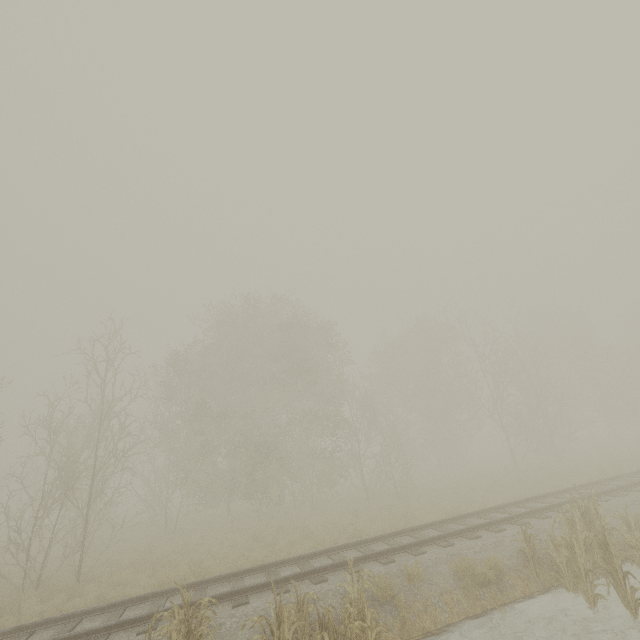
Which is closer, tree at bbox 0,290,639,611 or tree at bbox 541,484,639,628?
tree at bbox 541,484,639,628

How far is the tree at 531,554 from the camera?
7.9 meters

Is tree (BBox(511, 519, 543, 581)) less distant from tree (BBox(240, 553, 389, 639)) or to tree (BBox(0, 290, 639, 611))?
tree (BBox(240, 553, 389, 639))

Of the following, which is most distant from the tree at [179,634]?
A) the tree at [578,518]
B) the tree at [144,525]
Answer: the tree at [144,525]

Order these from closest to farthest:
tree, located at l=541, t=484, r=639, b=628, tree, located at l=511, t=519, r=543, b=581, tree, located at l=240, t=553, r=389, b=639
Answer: tree, located at l=240, t=553, r=389, b=639 → tree, located at l=541, t=484, r=639, b=628 → tree, located at l=511, t=519, r=543, b=581

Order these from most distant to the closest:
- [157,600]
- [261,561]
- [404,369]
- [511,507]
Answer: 1. [404,369]
2. [511,507]
3. [261,561]
4. [157,600]
